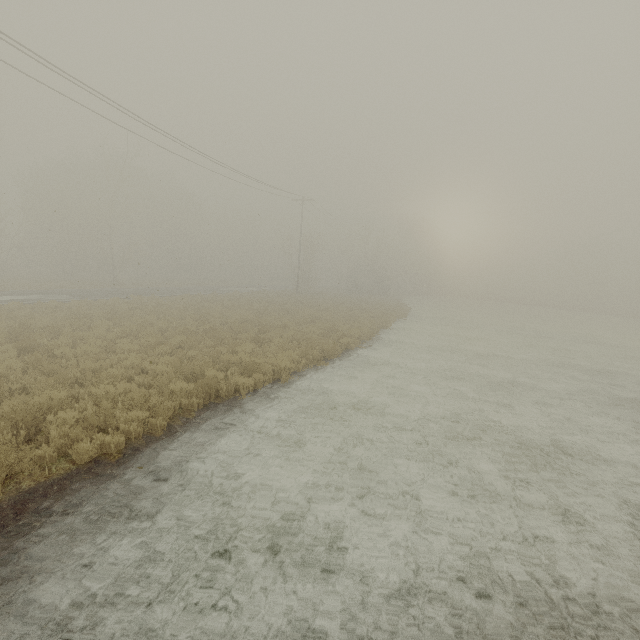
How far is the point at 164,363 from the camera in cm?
1015
